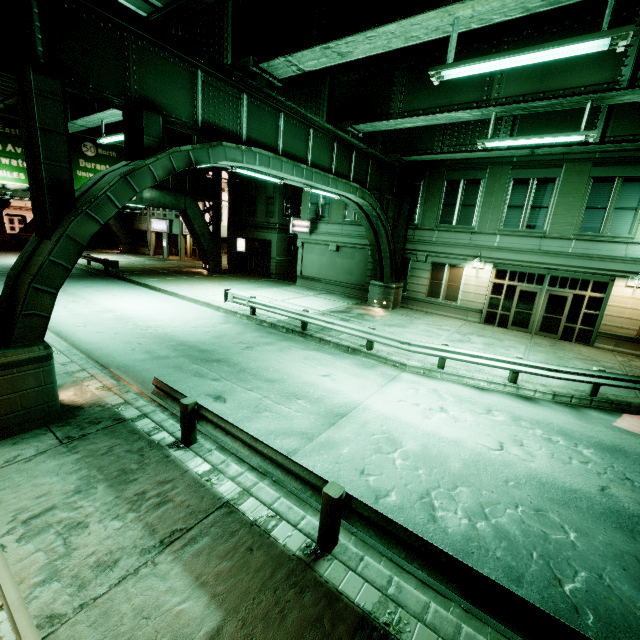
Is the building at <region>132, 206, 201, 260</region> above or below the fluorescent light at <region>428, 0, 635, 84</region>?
Result: below

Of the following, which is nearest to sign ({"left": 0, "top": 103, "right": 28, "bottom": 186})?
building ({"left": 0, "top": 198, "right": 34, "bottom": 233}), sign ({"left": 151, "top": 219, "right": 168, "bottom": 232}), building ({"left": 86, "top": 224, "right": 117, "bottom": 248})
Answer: sign ({"left": 151, "top": 219, "right": 168, "bottom": 232})

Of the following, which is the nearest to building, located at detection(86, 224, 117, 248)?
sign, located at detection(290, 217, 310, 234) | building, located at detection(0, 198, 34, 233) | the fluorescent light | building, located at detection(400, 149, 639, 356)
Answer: building, located at detection(0, 198, 34, 233)

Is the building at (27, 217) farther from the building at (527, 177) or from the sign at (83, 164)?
the building at (527, 177)

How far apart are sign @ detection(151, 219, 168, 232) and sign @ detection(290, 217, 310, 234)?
20.2m

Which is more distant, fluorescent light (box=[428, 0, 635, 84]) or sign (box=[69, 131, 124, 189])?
sign (box=[69, 131, 124, 189])

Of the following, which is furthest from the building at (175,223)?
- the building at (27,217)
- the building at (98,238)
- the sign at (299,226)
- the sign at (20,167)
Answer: the building at (27,217)

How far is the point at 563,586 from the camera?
4.6 meters
